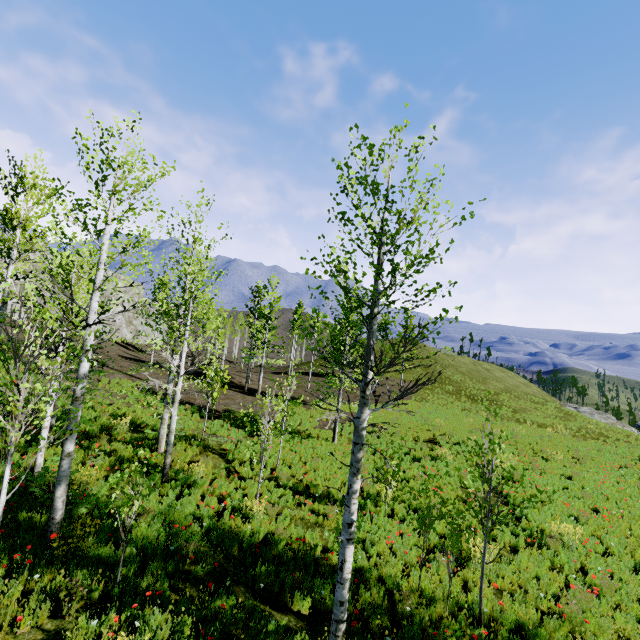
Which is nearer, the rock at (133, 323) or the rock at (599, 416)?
the rock at (599, 416)

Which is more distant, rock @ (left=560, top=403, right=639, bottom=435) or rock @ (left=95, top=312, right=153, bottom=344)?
rock @ (left=95, top=312, right=153, bottom=344)

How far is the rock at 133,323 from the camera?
43.3 meters

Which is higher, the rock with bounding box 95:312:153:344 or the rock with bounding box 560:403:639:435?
the rock with bounding box 95:312:153:344

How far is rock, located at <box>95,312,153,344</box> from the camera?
43.3 meters

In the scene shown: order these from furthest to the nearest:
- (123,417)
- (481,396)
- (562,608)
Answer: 1. (481,396)
2. (123,417)
3. (562,608)
